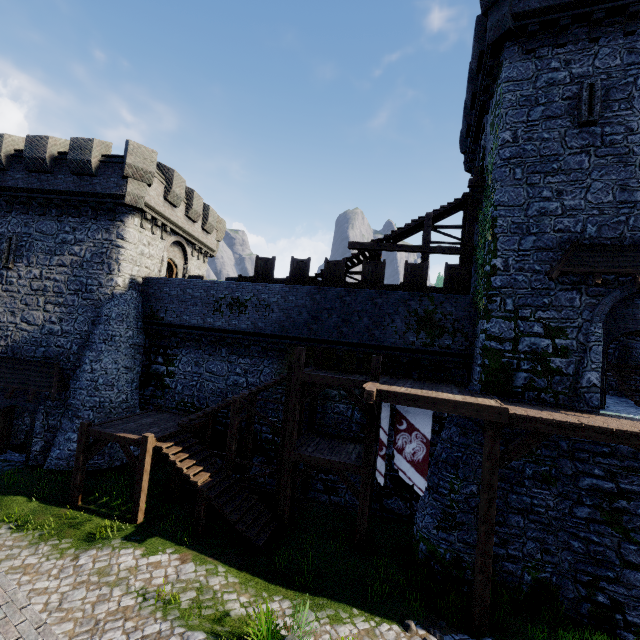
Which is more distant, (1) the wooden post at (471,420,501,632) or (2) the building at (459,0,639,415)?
(2) the building at (459,0,639,415)

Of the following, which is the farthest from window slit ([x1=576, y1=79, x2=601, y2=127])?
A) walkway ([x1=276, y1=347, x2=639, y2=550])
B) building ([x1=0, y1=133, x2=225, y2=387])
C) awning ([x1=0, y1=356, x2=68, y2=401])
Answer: awning ([x1=0, y1=356, x2=68, y2=401])

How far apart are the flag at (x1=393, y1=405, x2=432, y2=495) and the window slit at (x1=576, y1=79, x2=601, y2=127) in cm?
1129

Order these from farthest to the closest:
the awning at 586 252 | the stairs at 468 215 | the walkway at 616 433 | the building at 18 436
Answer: the building at 18 436, the stairs at 468 215, the awning at 586 252, the walkway at 616 433

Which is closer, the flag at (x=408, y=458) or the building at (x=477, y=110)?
the flag at (x=408, y=458)

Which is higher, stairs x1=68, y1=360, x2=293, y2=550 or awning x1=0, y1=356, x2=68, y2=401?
awning x1=0, y1=356, x2=68, y2=401

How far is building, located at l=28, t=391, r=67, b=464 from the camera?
16.5m

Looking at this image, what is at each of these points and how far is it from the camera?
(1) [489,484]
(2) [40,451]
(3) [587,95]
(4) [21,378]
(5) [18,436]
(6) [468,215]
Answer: (1) wooden post, 8.94m
(2) building, 16.53m
(3) window slit, 11.34m
(4) awning, 16.25m
(5) building, 18.69m
(6) stairs, 15.85m
